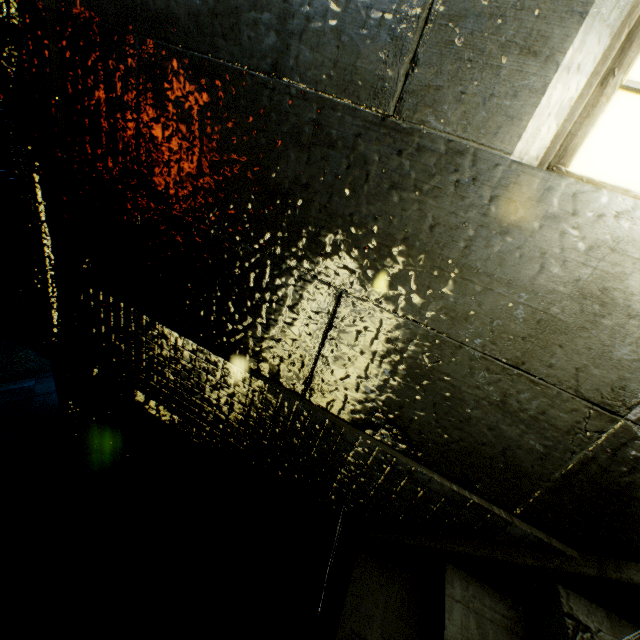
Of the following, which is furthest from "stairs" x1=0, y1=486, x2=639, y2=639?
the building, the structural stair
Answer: the building

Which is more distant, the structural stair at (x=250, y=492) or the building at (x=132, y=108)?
the structural stair at (x=250, y=492)

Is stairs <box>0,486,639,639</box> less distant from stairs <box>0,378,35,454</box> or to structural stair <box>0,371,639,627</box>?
structural stair <box>0,371,639,627</box>

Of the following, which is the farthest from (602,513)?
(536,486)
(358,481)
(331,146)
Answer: (331,146)

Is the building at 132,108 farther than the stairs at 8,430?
No

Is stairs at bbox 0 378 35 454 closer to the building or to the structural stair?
the structural stair

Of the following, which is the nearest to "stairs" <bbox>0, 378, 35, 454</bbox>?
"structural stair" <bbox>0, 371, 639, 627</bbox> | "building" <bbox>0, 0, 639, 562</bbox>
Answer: "structural stair" <bbox>0, 371, 639, 627</bbox>
